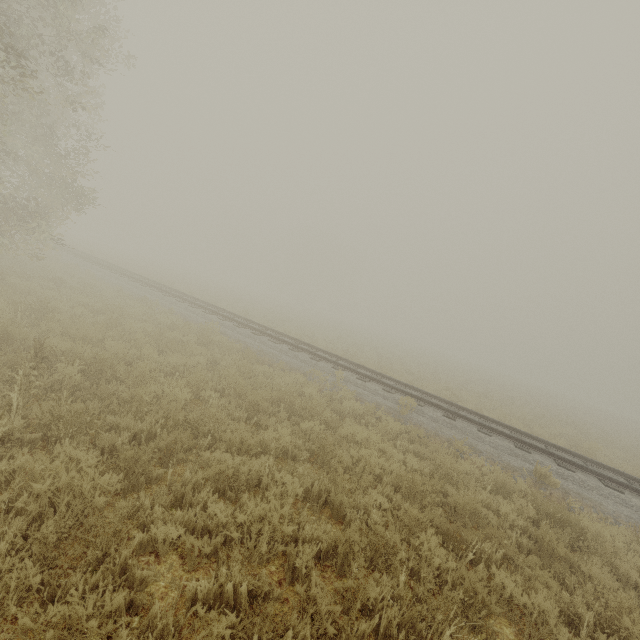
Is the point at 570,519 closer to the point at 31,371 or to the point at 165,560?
the point at 165,560
